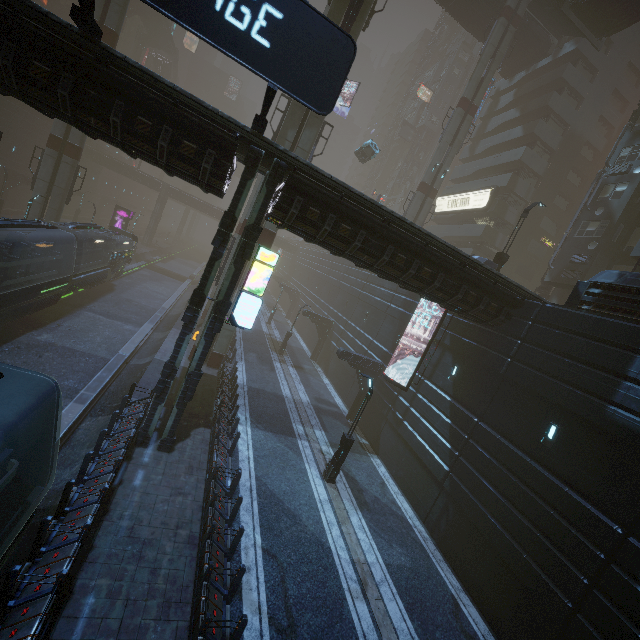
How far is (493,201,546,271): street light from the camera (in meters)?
20.53

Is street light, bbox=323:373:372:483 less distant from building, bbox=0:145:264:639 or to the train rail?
building, bbox=0:145:264:639

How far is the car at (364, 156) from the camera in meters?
32.1

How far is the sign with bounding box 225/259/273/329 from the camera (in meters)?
12.05

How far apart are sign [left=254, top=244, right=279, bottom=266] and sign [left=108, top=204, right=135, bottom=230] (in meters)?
39.77

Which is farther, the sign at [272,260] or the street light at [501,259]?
the street light at [501,259]

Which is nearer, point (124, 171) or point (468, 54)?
point (124, 171)

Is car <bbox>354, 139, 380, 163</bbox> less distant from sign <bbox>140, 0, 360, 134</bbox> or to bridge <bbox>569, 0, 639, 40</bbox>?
sign <bbox>140, 0, 360, 134</bbox>
